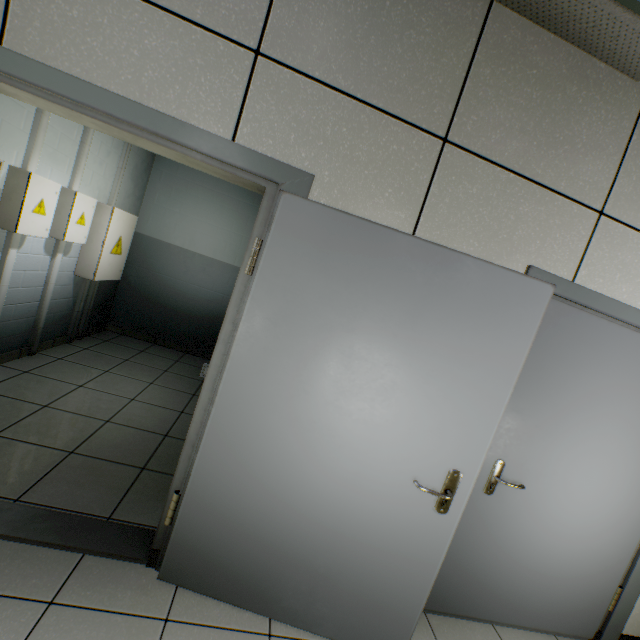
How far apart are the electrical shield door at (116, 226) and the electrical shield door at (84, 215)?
0.2m

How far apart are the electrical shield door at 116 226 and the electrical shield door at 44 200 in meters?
0.8

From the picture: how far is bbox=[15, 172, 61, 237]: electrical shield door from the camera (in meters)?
2.59

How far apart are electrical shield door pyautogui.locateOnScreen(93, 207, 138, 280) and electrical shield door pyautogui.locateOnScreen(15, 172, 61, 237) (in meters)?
0.84

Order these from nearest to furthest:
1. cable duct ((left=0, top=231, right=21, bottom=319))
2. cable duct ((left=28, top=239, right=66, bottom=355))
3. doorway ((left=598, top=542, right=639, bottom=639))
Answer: doorway ((left=598, top=542, right=639, bottom=639))
cable duct ((left=0, top=231, right=21, bottom=319))
cable duct ((left=28, top=239, right=66, bottom=355))

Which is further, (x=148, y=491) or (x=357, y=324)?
(x=148, y=491)

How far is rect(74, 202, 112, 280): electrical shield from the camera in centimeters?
373cm

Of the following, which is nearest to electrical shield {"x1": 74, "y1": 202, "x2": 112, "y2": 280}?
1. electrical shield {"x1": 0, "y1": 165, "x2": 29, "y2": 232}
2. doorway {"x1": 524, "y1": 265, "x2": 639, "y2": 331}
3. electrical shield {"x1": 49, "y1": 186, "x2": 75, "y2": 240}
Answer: electrical shield {"x1": 49, "y1": 186, "x2": 75, "y2": 240}
